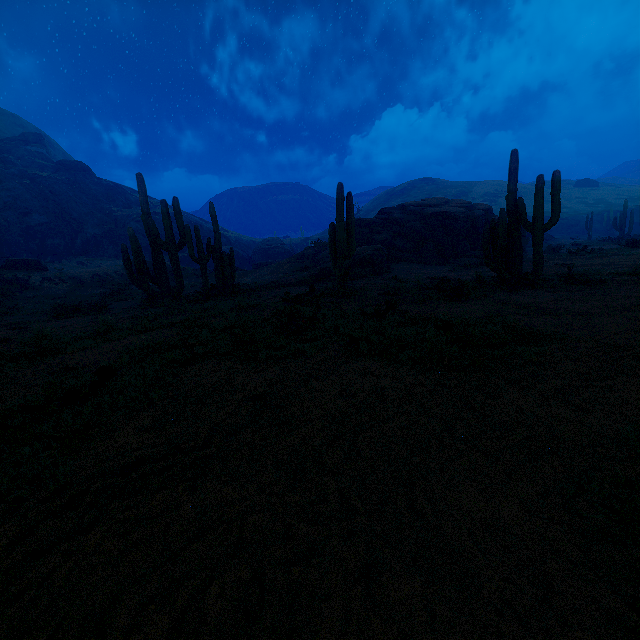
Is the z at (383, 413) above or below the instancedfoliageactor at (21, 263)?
below

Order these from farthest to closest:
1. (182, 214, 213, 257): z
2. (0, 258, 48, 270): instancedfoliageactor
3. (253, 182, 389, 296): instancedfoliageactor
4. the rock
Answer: (182, 214, 213, 257): z, (0, 258, 48, 270): instancedfoliageactor, the rock, (253, 182, 389, 296): instancedfoliageactor

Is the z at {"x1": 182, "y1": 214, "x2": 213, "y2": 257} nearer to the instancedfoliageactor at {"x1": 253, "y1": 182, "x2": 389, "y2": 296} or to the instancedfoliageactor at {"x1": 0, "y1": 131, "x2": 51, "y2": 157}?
the instancedfoliageactor at {"x1": 0, "y1": 131, "x2": 51, "y2": 157}

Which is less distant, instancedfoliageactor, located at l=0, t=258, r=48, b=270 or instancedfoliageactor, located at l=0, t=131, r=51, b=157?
instancedfoliageactor, located at l=0, t=258, r=48, b=270

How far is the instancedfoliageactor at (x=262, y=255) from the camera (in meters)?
34.88

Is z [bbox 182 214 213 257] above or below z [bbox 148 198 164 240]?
below

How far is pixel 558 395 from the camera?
3.0m

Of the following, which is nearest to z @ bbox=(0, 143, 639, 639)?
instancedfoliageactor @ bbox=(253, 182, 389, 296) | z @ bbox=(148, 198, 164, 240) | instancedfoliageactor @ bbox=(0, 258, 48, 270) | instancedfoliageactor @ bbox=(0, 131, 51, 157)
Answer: instancedfoliageactor @ bbox=(253, 182, 389, 296)
